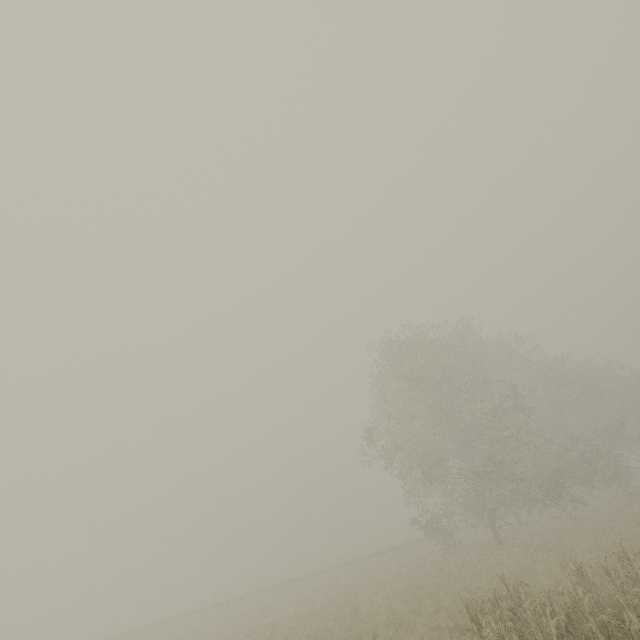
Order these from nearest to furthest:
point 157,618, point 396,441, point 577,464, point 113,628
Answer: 1. point 577,464
2. point 396,441
3. point 157,618
4. point 113,628
